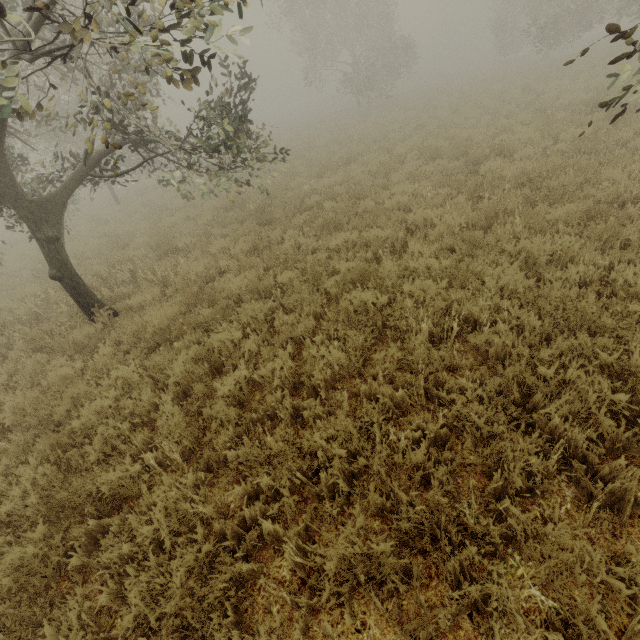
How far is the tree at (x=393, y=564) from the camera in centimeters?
216cm

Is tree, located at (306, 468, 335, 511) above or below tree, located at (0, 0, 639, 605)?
below

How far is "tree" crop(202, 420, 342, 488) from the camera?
2.9 meters

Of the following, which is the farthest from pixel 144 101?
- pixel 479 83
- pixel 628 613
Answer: pixel 479 83

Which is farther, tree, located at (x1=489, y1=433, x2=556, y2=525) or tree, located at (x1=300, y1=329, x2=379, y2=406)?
tree, located at (x1=300, y1=329, x2=379, y2=406)

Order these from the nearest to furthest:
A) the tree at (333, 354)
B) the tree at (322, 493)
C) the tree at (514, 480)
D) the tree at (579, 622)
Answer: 1. the tree at (579, 622)
2. the tree at (514, 480)
3. the tree at (322, 493)
4. the tree at (333, 354)
